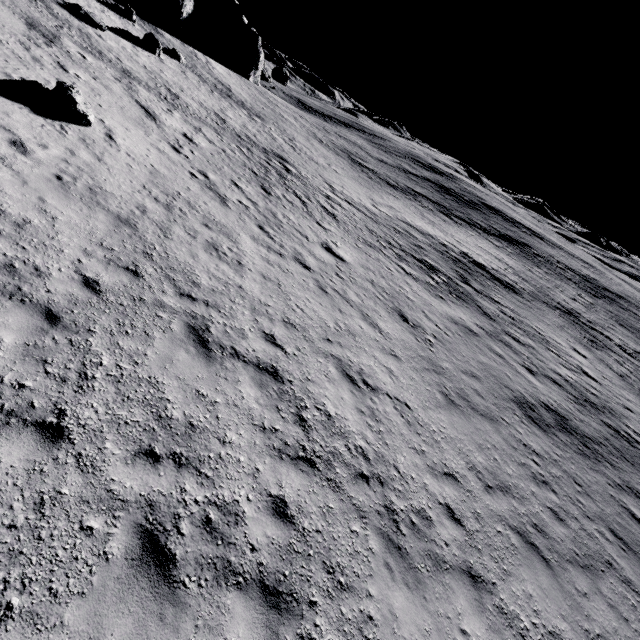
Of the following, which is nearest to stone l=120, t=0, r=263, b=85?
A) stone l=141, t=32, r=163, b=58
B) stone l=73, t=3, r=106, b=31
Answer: stone l=141, t=32, r=163, b=58

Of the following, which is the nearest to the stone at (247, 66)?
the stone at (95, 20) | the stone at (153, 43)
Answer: the stone at (153, 43)

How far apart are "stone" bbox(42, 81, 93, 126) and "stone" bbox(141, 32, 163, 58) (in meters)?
20.01

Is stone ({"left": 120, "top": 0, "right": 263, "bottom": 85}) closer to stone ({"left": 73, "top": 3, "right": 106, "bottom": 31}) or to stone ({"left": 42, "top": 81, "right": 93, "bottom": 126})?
stone ({"left": 73, "top": 3, "right": 106, "bottom": 31})

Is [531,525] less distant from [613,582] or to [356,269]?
[613,582]

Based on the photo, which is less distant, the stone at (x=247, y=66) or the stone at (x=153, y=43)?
the stone at (x=153, y=43)

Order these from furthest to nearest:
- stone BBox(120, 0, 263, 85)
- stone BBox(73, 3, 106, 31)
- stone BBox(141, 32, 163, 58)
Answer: stone BBox(120, 0, 263, 85)
stone BBox(141, 32, 163, 58)
stone BBox(73, 3, 106, 31)

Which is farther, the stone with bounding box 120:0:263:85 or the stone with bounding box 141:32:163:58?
the stone with bounding box 120:0:263:85
